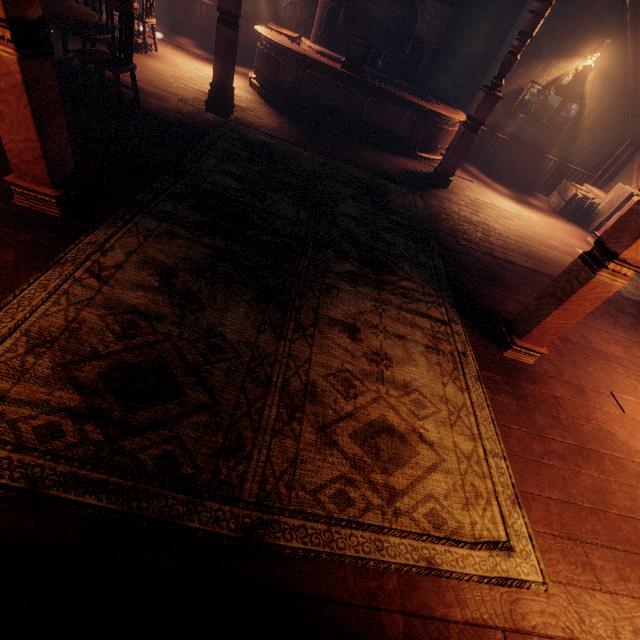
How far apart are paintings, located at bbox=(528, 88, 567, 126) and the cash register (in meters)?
3.86

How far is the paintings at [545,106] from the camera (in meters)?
7.47

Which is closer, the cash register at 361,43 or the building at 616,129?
the building at 616,129

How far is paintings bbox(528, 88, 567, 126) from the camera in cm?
747

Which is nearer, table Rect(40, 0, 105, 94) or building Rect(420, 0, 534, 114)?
table Rect(40, 0, 105, 94)

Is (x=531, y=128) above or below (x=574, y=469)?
above
